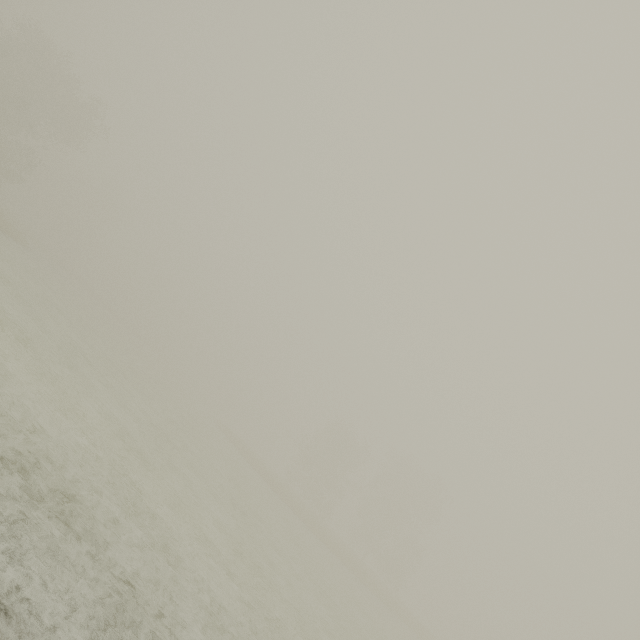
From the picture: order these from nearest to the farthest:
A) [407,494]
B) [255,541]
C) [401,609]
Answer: [255,541] < [401,609] < [407,494]
